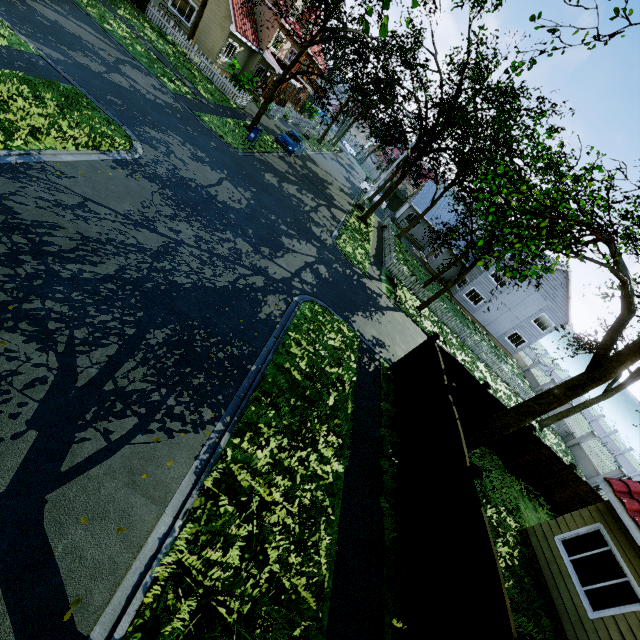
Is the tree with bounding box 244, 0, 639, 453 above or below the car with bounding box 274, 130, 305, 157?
above

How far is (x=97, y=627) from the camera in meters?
3.5

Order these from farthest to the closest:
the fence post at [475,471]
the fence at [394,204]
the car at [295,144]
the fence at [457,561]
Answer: the fence at [394,204], the car at [295,144], the fence post at [475,471], the fence at [457,561]

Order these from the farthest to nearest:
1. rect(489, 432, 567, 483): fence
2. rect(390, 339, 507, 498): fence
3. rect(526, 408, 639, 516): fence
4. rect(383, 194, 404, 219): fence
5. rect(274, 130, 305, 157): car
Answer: rect(383, 194, 404, 219): fence, rect(274, 130, 305, 157): car, rect(526, 408, 639, 516): fence, rect(489, 432, 567, 483): fence, rect(390, 339, 507, 498): fence

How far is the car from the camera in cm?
2461

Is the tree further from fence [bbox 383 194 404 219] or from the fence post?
the fence post

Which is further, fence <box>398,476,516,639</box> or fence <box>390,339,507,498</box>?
fence <box>390,339,507,498</box>

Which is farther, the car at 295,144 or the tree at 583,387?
the car at 295,144
